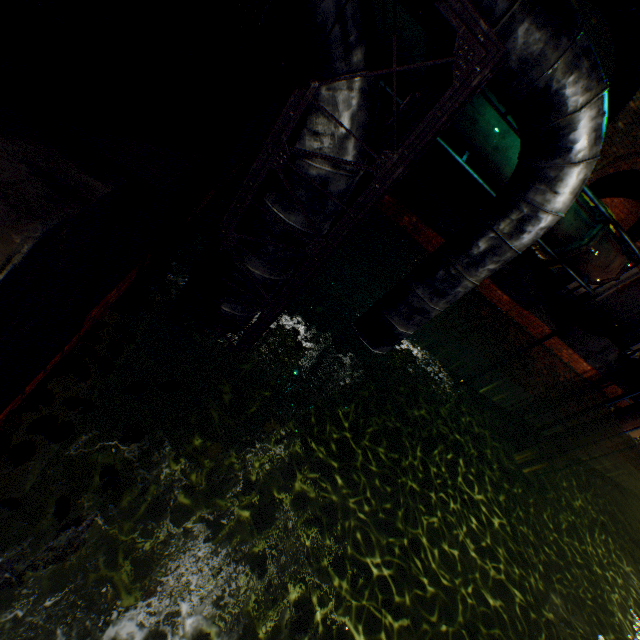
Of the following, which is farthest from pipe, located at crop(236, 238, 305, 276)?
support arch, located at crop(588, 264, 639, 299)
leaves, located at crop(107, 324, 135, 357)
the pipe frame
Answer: support arch, located at crop(588, 264, 639, 299)

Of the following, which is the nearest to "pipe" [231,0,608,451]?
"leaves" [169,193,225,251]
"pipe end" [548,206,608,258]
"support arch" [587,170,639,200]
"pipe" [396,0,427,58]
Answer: "leaves" [169,193,225,251]

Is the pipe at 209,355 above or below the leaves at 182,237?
below

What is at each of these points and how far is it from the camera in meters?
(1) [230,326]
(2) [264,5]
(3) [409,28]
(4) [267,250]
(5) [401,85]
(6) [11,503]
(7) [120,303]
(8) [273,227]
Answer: (1) pipe, 2.9 m
(2) pipe, 1.5 m
(3) pipe, 4.8 m
(4) pipe, 2.3 m
(5) pipe, 5.3 m
(6) leaves, 1.6 m
(7) leaves, 2.5 m
(8) pipe, 2.2 m

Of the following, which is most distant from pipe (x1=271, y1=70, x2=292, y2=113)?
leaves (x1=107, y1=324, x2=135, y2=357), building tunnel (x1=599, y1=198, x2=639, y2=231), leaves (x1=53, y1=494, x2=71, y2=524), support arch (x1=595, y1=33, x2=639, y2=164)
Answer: building tunnel (x1=599, y1=198, x2=639, y2=231)

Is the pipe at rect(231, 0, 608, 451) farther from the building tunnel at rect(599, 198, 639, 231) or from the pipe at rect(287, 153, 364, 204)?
the building tunnel at rect(599, 198, 639, 231)

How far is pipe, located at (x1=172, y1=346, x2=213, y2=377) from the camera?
3.2m

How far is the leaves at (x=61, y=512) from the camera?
1.6m
